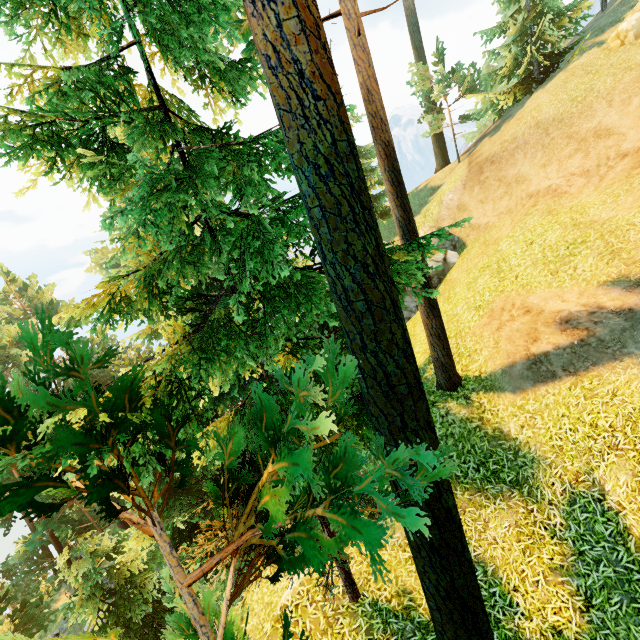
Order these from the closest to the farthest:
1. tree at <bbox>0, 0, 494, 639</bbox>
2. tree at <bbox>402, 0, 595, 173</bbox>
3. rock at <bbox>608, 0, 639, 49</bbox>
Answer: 1. tree at <bbox>0, 0, 494, 639</bbox>
2. rock at <bbox>608, 0, 639, 49</bbox>
3. tree at <bbox>402, 0, 595, 173</bbox>

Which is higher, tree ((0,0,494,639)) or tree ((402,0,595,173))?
tree ((402,0,595,173))

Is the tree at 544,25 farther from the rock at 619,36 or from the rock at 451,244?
the rock at 451,244

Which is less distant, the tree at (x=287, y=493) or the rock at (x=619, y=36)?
the tree at (x=287, y=493)

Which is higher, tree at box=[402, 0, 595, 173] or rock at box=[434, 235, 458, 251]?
tree at box=[402, 0, 595, 173]

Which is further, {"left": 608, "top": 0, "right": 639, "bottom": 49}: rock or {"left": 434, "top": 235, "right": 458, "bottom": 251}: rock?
{"left": 434, "top": 235, "right": 458, "bottom": 251}: rock

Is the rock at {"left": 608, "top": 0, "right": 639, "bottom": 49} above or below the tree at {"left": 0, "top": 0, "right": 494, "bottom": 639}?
above

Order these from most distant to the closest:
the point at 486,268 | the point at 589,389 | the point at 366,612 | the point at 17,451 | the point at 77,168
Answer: the point at 486,268 → the point at 589,389 → the point at 366,612 → the point at 77,168 → the point at 17,451
